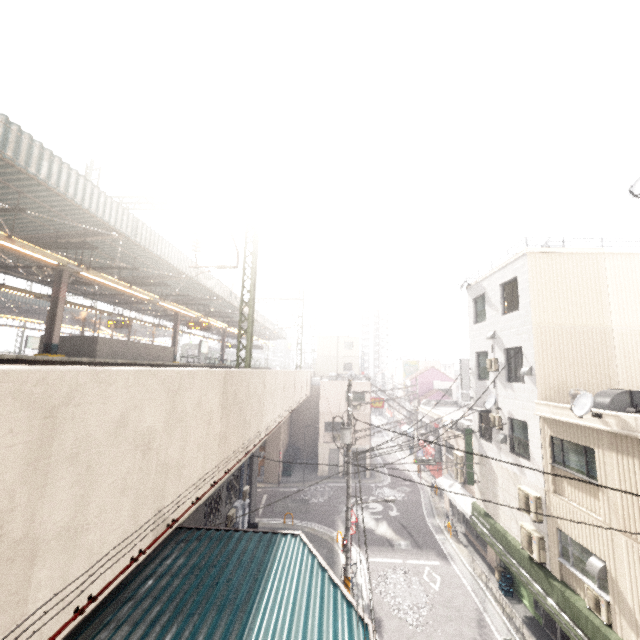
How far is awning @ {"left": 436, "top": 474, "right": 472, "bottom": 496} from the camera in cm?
2048

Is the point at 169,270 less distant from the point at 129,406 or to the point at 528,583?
the point at 129,406

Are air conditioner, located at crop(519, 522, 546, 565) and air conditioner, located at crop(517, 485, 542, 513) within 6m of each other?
yes

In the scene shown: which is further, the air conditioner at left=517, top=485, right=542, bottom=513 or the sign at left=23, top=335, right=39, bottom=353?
the sign at left=23, top=335, right=39, bottom=353

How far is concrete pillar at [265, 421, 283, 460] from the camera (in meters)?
28.80

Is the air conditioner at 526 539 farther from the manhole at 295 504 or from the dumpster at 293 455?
the dumpster at 293 455

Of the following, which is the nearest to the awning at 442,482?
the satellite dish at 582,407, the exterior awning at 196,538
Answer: the satellite dish at 582,407

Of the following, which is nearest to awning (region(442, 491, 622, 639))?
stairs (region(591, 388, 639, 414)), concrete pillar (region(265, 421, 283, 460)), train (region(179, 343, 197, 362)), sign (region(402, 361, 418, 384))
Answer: stairs (region(591, 388, 639, 414))
